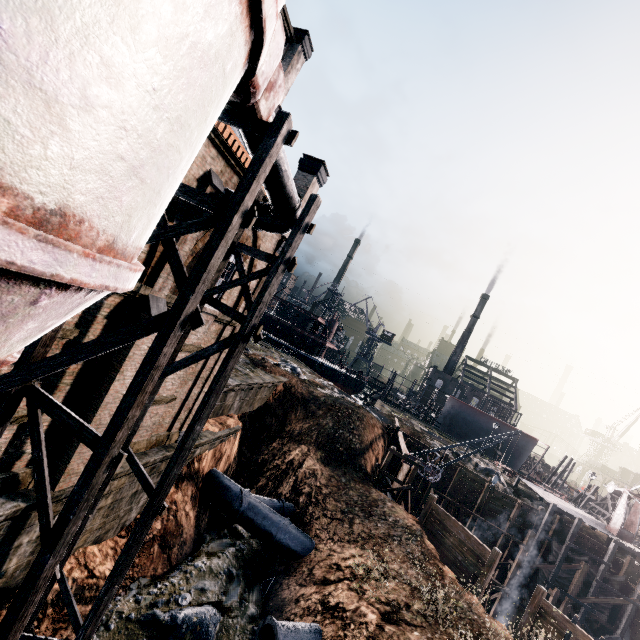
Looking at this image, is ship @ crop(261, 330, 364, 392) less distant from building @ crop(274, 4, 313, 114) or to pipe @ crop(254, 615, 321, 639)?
building @ crop(274, 4, 313, 114)

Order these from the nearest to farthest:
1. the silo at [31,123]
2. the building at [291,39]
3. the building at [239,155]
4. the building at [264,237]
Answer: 1. the silo at [31,123]
2. the building at [239,155]
3. the building at [264,237]
4. the building at [291,39]

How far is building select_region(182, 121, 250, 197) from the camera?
9.95m

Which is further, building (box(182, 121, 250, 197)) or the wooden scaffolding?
the wooden scaffolding

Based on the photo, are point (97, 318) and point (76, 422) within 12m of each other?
yes

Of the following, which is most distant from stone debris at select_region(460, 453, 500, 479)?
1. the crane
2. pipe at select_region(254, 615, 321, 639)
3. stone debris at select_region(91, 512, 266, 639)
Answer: pipe at select_region(254, 615, 321, 639)

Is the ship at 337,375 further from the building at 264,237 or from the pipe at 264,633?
the pipe at 264,633
